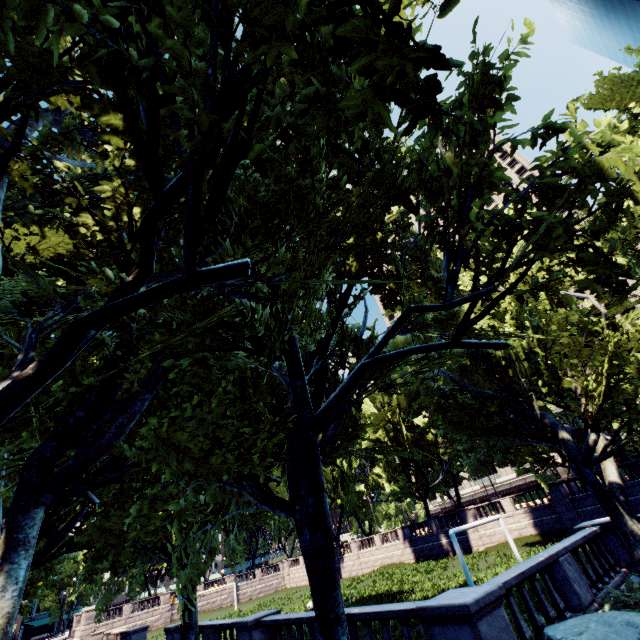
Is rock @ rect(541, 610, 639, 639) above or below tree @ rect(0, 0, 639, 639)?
below

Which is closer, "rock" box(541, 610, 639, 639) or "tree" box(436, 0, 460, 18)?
"tree" box(436, 0, 460, 18)

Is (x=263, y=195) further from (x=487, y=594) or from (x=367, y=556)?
(x=367, y=556)

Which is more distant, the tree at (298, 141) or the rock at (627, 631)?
the rock at (627, 631)
